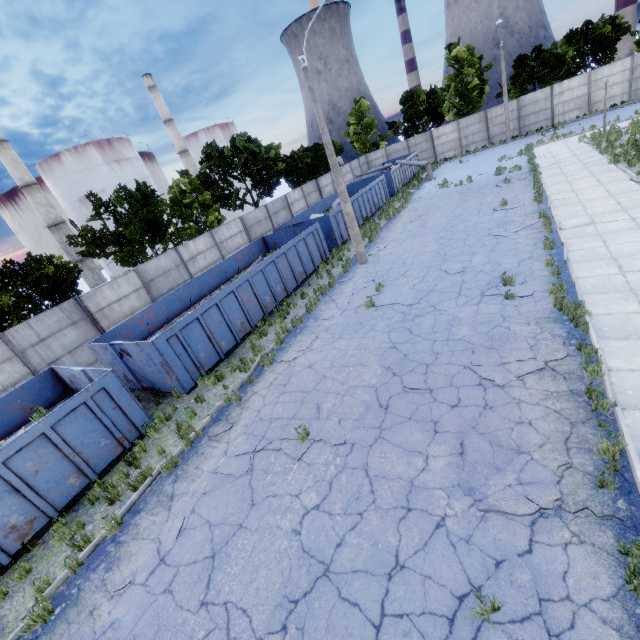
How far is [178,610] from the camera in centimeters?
506cm

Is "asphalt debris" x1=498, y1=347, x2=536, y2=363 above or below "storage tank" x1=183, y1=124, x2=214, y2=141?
below

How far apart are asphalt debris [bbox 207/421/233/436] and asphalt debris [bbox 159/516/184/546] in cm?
213

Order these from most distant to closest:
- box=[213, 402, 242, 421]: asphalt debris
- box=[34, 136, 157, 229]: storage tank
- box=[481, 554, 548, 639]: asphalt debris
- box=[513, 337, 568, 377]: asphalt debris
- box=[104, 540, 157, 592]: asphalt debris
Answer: box=[34, 136, 157, 229]: storage tank, box=[213, 402, 242, 421]: asphalt debris, box=[513, 337, 568, 377]: asphalt debris, box=[104, 540, 157, 592]: asphalt debris, box=[481, 554, 548, 639]: asphalt debris

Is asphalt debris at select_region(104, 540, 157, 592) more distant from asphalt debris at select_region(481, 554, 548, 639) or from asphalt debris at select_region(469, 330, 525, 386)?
asphalt debris at select_region(469, 330, 525, 386)

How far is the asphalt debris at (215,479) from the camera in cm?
694

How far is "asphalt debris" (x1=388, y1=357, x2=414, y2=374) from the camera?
8.2m

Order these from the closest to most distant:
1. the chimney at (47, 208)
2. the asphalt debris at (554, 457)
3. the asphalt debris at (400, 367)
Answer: the asphalt debris at (554, 457) < the asphalt debris at (400, 367) < the chimney at (47, 208)
